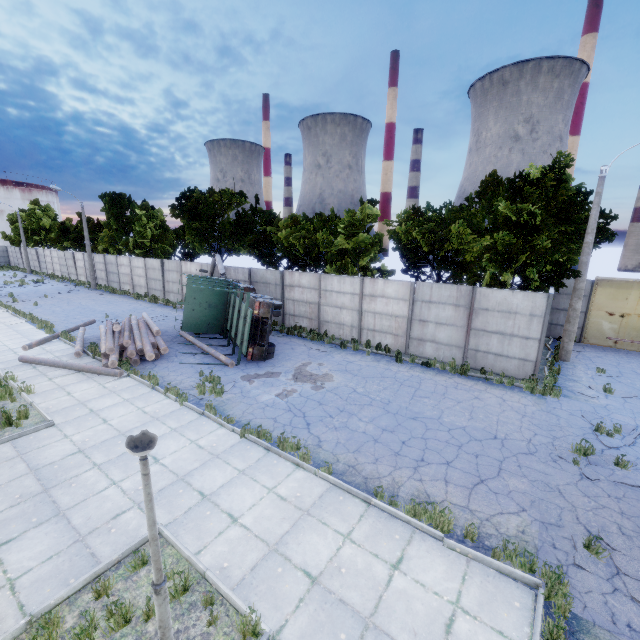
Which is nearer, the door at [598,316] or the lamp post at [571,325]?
the lamp post at [571,325]

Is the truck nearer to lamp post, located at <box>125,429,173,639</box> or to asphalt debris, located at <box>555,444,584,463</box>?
lamp post, located at <box>125,429,173,639</box>

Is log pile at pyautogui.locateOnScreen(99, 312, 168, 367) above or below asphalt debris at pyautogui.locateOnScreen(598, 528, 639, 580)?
above

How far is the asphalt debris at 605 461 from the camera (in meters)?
8.36

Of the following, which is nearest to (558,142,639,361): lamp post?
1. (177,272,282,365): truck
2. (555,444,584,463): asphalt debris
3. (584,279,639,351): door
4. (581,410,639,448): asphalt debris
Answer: (584,279,639,351): door

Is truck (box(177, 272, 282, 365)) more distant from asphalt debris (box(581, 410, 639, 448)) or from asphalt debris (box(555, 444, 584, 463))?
asphalt debris (box(581, 410, 639, 448))

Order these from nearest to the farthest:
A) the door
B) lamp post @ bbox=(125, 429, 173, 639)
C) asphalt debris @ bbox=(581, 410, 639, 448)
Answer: lamp post @ bbox=(125, 429, 173, 639)
asphalt debris @ bbox=(581, 410, 639, 448)
the door

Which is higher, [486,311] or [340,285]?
[340,285]
